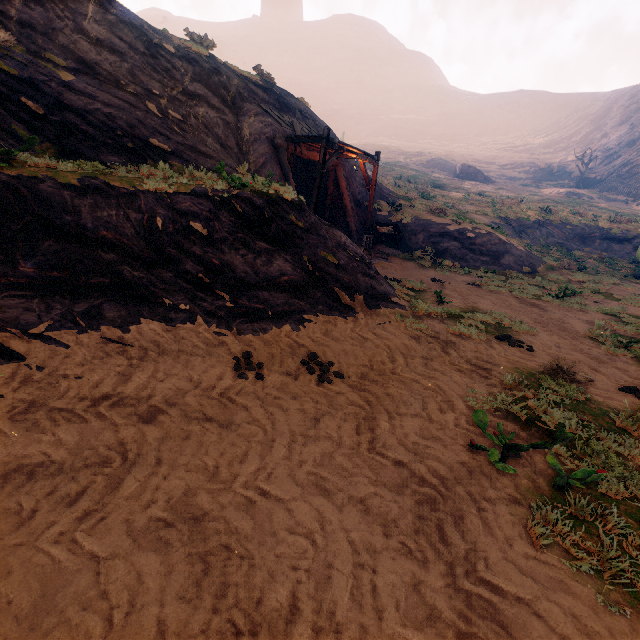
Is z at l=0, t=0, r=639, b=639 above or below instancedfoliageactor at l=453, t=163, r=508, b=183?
below

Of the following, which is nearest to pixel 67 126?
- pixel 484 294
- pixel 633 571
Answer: pixel 633 571

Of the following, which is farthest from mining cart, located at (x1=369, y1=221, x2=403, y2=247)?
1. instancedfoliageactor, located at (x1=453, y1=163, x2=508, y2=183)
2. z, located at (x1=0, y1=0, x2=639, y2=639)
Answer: instancedfoliageactor, located at (x1=453, y1=163, x2=508, y2=183)

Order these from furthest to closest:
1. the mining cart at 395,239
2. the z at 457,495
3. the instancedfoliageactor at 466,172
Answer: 1. the instancedfoliageactor at 466,172
2. the mining cart at 395,239
3. the z at 457,495

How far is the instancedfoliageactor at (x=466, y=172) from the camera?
54.8m

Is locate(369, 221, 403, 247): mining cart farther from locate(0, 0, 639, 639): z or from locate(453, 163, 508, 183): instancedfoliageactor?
locate(453, 163, 508, 183): instancedfoliageactor
